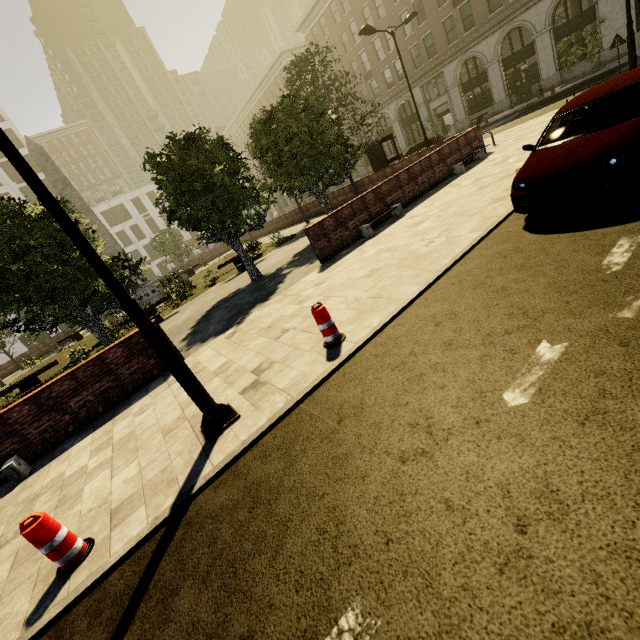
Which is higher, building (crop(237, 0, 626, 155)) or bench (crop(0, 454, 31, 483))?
building (crop(237, 0, 626, 155))

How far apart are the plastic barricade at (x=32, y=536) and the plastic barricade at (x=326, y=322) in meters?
3.7 m

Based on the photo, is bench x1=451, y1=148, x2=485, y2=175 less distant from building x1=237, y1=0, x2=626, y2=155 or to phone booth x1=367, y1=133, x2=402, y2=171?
phone booth x1=367, y1=133, x2=402, y2=171

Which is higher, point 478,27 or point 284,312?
point 478,27

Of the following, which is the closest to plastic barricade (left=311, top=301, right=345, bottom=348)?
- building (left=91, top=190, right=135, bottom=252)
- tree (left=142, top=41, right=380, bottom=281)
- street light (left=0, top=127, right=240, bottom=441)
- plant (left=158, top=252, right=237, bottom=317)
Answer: street light (left=0, top=127, right=240, bottom=441)

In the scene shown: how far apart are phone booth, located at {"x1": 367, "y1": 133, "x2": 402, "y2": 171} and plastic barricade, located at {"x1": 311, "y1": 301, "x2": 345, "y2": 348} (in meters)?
Result: 16.89

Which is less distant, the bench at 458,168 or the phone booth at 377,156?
the bench at 458,168

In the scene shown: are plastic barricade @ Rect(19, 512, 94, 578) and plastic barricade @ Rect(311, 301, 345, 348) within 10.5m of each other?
yes
